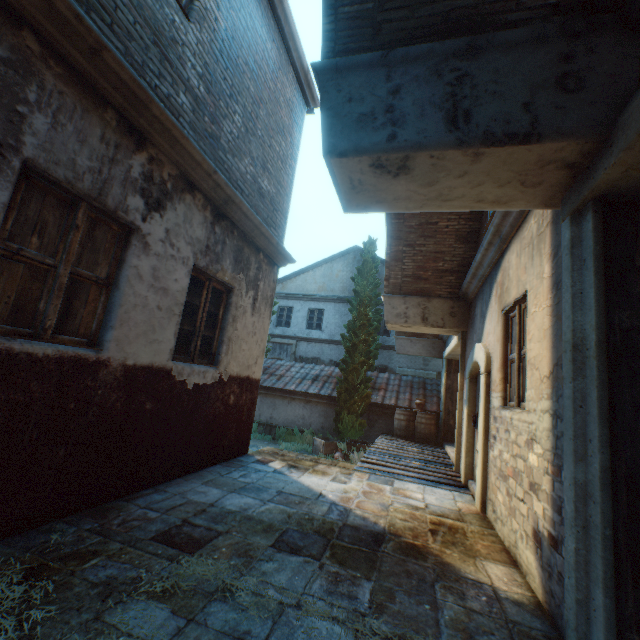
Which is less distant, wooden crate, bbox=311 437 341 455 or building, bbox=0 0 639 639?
building, bbox=0 0 639 639

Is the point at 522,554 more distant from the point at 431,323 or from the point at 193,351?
the point at 431,323

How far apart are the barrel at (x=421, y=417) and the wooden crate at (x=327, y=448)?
1.9 meters

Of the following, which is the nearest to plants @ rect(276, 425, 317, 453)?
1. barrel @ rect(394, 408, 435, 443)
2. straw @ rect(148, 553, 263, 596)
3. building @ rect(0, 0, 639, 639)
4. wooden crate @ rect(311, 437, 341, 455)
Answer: wooden crate @ rect(311, 437, 341, 455)

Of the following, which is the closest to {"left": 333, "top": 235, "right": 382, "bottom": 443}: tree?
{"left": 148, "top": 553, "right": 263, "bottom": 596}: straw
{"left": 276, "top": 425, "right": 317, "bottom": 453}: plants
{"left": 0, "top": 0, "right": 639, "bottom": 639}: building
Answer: {"left": 0, "top": 0, "right": 639, "bottom": 639}: building

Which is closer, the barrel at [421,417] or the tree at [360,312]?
the barrel at [421,417]

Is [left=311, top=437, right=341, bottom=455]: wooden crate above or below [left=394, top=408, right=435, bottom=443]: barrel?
below

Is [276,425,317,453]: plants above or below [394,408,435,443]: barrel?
below
